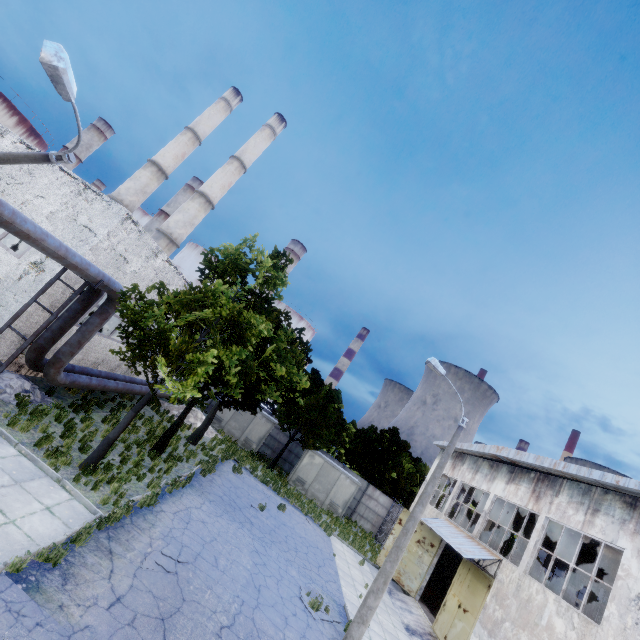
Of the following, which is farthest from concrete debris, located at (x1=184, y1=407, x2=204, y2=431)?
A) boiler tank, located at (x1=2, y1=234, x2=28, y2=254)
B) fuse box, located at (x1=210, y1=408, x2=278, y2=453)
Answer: boiler tank, located at (x1=2, y1=234, x2=28, y2=254)

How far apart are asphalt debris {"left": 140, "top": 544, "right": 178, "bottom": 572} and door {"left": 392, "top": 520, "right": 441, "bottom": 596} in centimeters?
1639cm

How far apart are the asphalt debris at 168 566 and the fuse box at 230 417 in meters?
18.7

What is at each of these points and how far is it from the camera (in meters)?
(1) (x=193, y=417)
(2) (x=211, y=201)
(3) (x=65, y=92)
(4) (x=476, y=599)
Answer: (1) concrete debris, 23.98
(2) chimney, 36.19
(3) lamp post, 5.98
(4) door, 15.28

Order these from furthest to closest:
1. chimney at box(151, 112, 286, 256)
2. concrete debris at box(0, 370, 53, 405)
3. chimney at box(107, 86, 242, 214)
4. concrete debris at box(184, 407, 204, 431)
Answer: chimney at box(107, 86, 242, 214) → chimney at box(151, 112, 286, 256) → concrete debris at box(184, 407, 204, 431) → concrete debris at box(0, 370, 53, 405)

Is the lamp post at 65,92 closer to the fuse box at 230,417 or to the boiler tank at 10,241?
the boiler tank at 10,241

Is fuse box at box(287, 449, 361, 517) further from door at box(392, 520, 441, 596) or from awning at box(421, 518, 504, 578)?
awning at box(421, 518, 504, 578)

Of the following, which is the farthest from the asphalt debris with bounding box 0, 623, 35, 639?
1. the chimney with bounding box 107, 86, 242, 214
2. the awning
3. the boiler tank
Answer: the chimney with bounding box 107, 86, 242, 214
